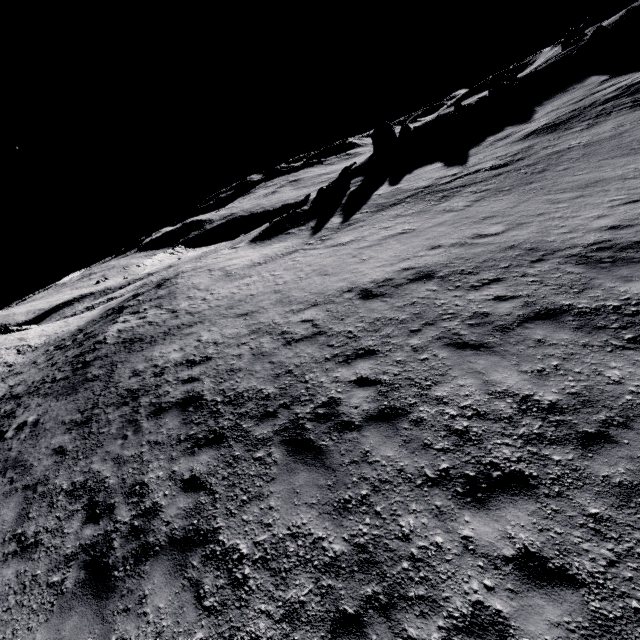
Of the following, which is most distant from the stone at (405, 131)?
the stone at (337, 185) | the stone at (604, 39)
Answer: the stone at (604, 39)

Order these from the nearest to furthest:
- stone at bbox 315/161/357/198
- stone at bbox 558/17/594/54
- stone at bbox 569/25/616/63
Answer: stone at bbox 569/25/616/63
stone at bbox 315/161/357/198
stone at bbox 558/17/594/54

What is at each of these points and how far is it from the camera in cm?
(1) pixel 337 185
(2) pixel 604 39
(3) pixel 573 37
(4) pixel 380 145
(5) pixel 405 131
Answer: (1) stone, 3350
(2) stone, 3034
(3) stone, 4412
(4) stone, 4278
(5) stone, 4094

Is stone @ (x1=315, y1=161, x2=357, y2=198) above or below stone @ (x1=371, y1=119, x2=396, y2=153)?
below

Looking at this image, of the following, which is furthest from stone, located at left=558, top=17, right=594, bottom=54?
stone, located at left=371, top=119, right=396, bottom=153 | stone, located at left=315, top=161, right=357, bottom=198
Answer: stone, located at left=315, top=161, right=357, bottom=198

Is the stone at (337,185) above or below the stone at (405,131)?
below

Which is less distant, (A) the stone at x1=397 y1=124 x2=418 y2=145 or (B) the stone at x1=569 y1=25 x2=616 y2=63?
(B) the stone at x1=569 y1=25 x2=616 y2=63

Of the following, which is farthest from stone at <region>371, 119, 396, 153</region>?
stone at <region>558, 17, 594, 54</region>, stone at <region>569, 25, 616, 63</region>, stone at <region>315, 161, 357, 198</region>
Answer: stone at <region>558, 17, 594, 54</region>
